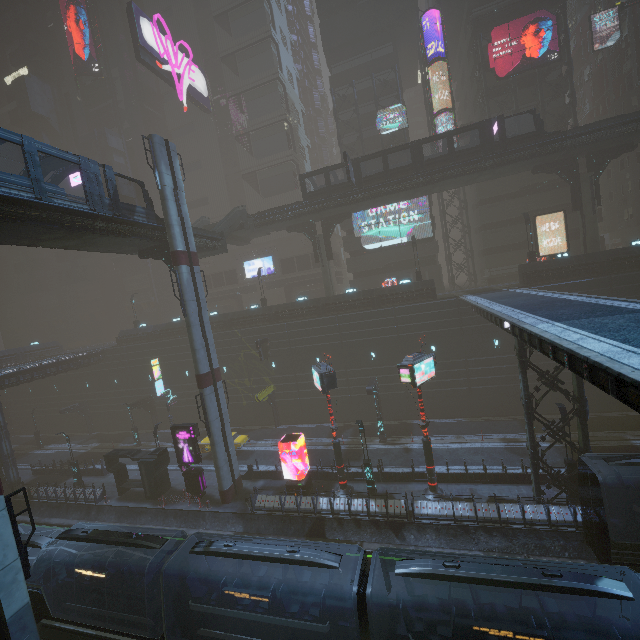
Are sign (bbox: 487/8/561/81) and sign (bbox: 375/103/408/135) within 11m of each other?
yes

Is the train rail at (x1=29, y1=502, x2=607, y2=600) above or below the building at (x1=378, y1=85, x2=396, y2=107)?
below

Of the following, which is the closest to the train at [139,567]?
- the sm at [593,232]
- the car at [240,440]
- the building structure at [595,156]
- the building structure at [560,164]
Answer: the car at [240,440]

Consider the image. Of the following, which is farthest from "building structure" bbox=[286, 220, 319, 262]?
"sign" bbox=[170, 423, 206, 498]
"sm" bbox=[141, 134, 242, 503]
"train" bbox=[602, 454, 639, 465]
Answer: "train" bbox=[602, 454, 639, 465]

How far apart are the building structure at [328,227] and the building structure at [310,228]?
0.68m

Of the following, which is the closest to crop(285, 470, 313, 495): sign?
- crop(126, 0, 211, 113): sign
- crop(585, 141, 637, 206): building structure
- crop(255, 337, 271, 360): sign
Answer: crop(255, 337, 271, 360): sign

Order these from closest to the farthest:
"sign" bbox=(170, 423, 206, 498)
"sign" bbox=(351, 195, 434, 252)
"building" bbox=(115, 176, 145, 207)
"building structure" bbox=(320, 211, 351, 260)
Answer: "sign" bbox=(170, 423, 206, 498)
"building structure" bbox=(320, 211, 351, 260)
"sign" bbox=(351, 195, 434, 252)
"building" bbox=(115, 176, 145, 207)

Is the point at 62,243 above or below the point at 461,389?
above
